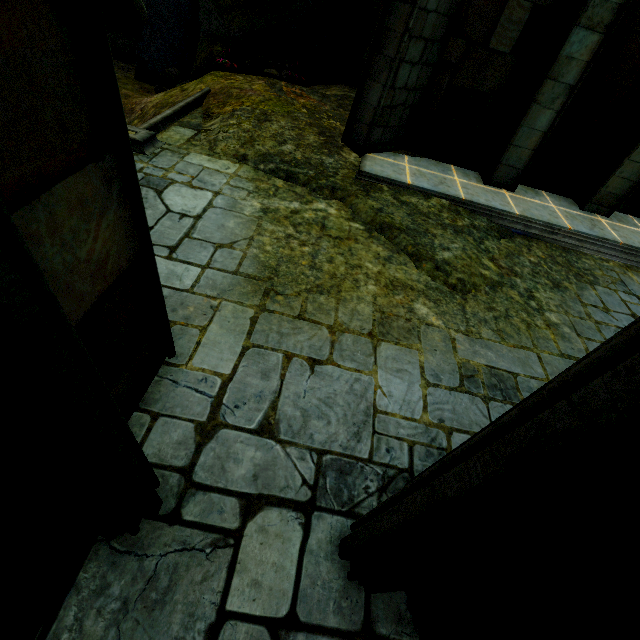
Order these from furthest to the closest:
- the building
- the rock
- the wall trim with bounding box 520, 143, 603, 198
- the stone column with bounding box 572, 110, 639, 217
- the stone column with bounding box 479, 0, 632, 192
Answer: A: the rock < the wall trim with bounding box 520, 143, 603, 198 < the stone column with bounding box 572, 110, 639, 217 < the stone column with bounding box 479, 0, 632, 192 < the building

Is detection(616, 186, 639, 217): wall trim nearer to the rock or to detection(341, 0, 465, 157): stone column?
detection(341, 0, 465, 157): stone column

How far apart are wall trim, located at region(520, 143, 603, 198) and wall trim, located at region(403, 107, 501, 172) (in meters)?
0.68

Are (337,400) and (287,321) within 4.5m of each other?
yes

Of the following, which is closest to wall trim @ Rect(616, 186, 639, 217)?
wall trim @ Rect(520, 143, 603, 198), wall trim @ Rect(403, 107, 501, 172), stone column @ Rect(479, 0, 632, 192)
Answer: wall trim @ Rect(520, 143, 603, 198)

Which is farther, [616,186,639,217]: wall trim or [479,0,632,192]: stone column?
[616,186,639,217]: wall trim

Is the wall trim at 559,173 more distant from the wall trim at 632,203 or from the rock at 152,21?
the rock at 152,21

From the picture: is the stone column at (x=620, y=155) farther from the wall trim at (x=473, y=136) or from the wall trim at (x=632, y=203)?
the wall trim at (x=473, y=136)
